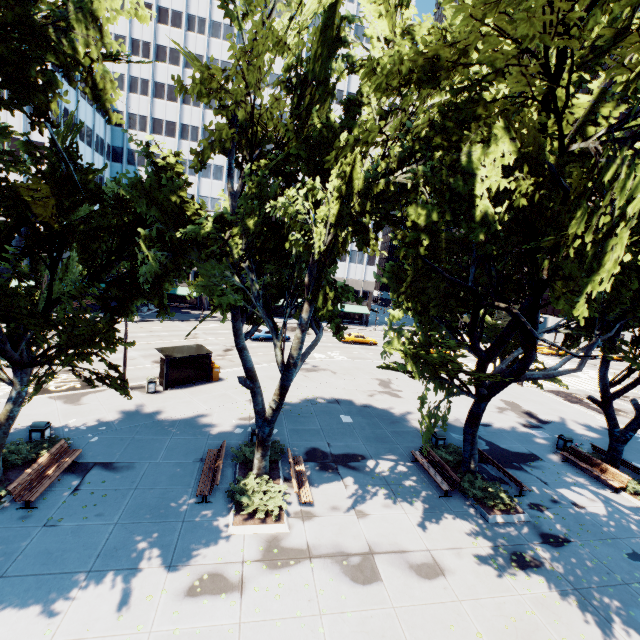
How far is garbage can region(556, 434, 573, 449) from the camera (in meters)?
18.80

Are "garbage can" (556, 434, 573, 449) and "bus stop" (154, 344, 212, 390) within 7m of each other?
no

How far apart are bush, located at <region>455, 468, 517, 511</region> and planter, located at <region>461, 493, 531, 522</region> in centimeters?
5cm

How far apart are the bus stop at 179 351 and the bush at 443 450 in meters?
15.0

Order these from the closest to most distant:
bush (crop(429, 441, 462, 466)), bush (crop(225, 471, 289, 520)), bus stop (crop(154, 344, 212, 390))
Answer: bush (crop(225, 471, 289, 520))
bush (crop(429, 441, 462, 466))
bus stop (crop(154, 344, 212, 390))

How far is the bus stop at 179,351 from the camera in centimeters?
2078cm

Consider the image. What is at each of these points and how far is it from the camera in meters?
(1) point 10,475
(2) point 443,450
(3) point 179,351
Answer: (1) planter, 11.5 m
(2) bush, 16.3 m
(3) bus stop, 21.8 m

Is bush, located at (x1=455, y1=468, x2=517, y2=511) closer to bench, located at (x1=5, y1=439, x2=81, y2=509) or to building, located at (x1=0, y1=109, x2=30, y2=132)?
bench, located at (x1=5, y1=439, x2=81, y2=509)
